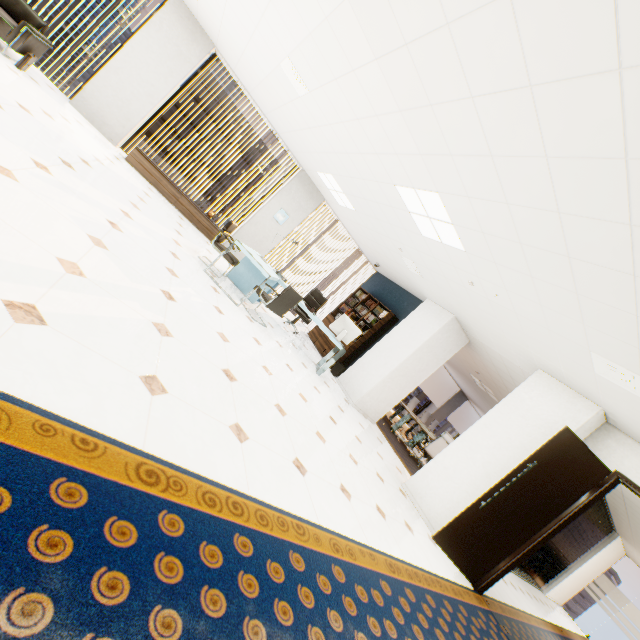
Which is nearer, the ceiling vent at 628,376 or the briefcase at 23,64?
the ceiling vent at 628,376

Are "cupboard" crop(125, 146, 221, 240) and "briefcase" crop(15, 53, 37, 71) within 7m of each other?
yes

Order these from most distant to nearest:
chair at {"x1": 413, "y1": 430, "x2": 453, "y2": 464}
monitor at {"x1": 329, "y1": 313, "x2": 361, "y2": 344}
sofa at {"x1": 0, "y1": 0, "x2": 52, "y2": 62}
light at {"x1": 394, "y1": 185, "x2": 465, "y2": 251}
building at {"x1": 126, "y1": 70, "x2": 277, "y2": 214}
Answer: building at {"x1": 126, "y1": 70, "x2": 277, "y2": 214}, chair at {"x1": 413, "y1": 430, "x2": 453, "y2": 464}, monitor at {"x1": 329, "y1": 313, "x2": 361, "y2": 344}, sofa at {"x1": 0, "y1": 0, "x2": 52, "y2": 62}, light at {"x1": 394, "y1": 185, "x2": 465, "y2": 251}

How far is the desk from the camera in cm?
522

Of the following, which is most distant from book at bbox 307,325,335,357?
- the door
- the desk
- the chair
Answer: the door

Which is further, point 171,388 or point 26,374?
point 171,388

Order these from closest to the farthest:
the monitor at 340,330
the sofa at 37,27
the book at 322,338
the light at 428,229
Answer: the light at 428,229
the sofa at 37,27
the monitor at 340,330
the book at 322,338

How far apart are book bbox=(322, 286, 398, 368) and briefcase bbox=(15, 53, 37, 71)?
7.80m
